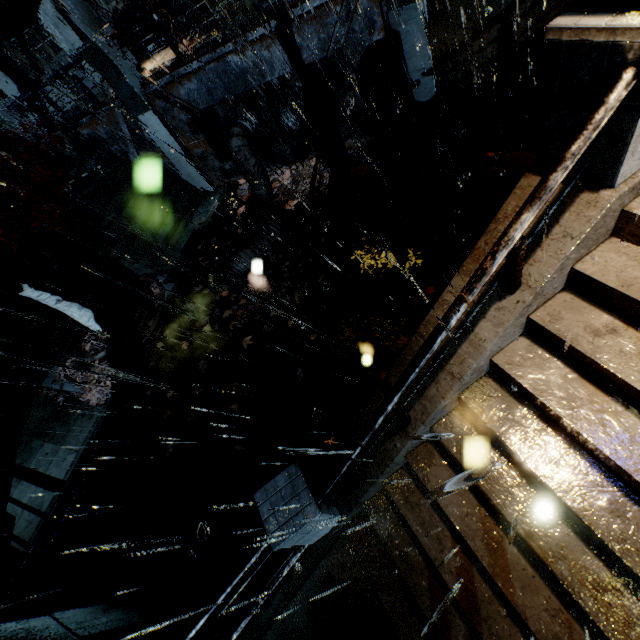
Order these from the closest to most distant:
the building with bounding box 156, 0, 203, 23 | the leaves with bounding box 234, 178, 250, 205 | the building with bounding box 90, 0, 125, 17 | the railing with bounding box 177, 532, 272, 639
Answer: the railing with bounding box 177, 532, 272, 639 < the building with bounding box 156, 0, 203, 23 < the leaves with bounding box 234, 178, 250, 205 < the building with bounding box 90, 0, 125, 17

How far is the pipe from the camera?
10.0 meters

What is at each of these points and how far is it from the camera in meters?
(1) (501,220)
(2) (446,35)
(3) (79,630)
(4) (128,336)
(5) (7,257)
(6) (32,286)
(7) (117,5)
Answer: (1) building, 3.6 m
(2) building, 8.1 m
(3) building, 5.1 m
(4) building vent, 10.9 m
(5) stairs, 14.9 m
(6) tree, 9.5 m
(7) building, 19.7 m

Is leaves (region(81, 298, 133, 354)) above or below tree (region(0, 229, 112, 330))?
below

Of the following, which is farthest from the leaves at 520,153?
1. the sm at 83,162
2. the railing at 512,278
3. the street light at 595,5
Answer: the sm at 83,162

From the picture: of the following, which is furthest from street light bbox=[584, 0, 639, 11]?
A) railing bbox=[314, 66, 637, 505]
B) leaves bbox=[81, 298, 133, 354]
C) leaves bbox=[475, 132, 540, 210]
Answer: leaves bbox=[81, 298, 133, 354]

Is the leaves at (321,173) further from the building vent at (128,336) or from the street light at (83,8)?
the street light at (83,8)

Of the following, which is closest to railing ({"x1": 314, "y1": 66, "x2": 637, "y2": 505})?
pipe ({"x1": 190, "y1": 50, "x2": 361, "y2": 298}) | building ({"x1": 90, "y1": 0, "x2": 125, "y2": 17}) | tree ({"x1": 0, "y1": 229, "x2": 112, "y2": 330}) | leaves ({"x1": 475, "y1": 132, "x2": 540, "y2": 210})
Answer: building ({"x1": 90, "y1": 0, "x2": 125, "y2": 17})
